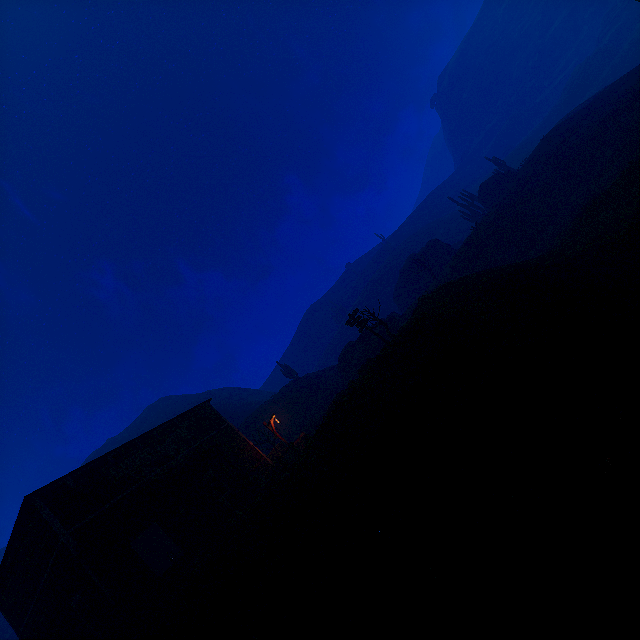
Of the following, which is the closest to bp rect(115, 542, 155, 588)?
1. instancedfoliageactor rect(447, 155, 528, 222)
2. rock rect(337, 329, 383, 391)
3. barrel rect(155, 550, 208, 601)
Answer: barrel rect(155, 550, 208, 601)

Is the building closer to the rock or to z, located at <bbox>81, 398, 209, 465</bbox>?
z, located at <bbox>81, 398, 209, 465</bbox>

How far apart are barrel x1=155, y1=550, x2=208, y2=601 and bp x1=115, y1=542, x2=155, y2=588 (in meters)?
0.98

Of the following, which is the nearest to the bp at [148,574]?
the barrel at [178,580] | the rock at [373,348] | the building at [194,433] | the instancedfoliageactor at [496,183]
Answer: the building at [194,433]

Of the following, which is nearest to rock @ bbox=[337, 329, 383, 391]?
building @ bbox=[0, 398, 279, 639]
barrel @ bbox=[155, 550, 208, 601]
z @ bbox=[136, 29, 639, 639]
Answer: z @ bbox=[136, 29, 639, 639]

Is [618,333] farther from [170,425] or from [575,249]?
[170,425]

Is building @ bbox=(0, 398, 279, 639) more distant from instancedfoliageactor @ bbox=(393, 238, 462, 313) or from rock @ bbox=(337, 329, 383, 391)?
instancedfoliageactor @ bbox=(393, 238, 462, 313)

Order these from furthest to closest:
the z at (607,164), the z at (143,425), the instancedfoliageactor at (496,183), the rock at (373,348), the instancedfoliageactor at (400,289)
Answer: the z at (143,425), the instancedfoliageactor at (400,289), the instancedfoliageactor at (496,183), the rock at (373,348), the z at (607,164)
